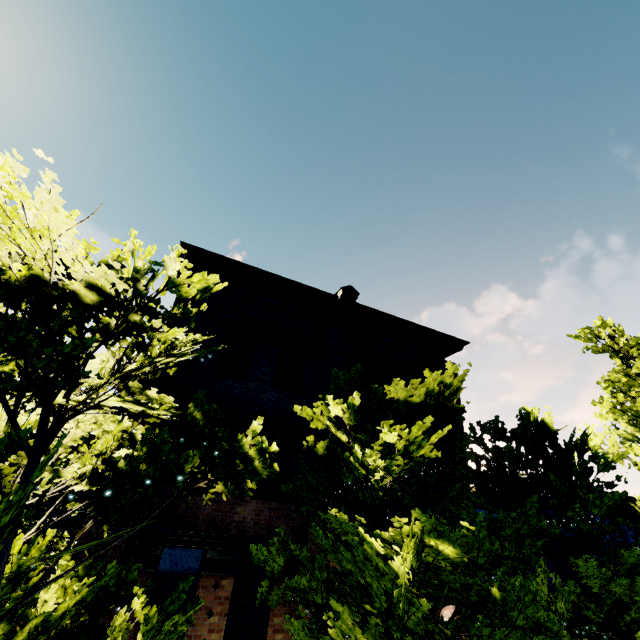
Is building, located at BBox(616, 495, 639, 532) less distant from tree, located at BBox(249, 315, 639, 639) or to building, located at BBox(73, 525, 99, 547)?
tree, located at BBox(249, 315, 639, 639)

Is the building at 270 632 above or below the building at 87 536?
below

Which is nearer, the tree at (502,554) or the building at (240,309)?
the tree at (502,554)

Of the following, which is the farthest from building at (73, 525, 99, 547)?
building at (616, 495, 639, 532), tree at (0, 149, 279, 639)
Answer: building at (616, 495, 639, 532)

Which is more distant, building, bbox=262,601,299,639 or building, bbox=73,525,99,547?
building, bbox=262,601,299,639

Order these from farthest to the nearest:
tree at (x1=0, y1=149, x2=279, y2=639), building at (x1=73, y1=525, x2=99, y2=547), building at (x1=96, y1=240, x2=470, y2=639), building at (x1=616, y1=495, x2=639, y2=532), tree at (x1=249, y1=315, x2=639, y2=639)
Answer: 1. building at (x1=616, y1=495, x2=639, y2=532)
2. building at (x1=96, y1=240, x2=470, y2=639)
3. building at (x1=73, y1=525, x2=99, y2=547)
4. tree at (x1=249, y1=315, x2=639, y2=639)
5. tree at (x1=0, y1=149, x2=279, y2=639)

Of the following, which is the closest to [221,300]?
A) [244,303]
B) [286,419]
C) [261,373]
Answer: [244,303]
